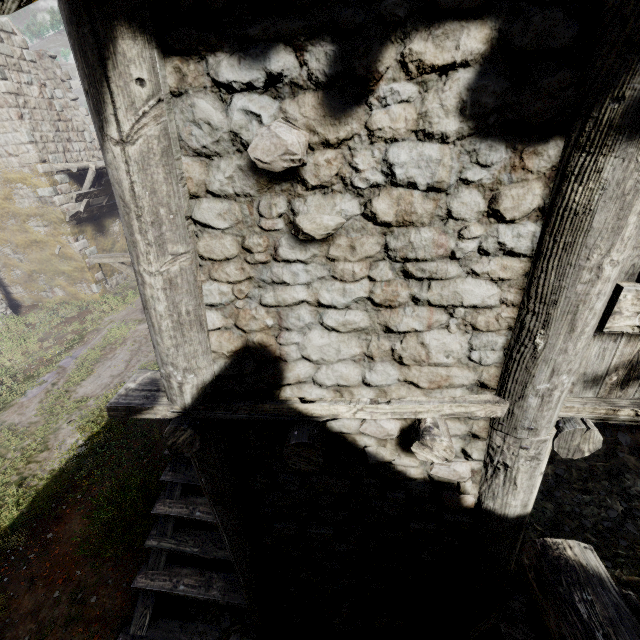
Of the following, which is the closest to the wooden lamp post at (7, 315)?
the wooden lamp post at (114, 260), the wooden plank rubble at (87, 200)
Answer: the wooden plank rubble at (87, 200)

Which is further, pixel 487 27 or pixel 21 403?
pixel 21 403

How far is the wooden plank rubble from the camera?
14.12m

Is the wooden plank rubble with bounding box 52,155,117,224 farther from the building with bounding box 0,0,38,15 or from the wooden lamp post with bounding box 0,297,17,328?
the wooden lamp post with bounding box 0,297,17,328

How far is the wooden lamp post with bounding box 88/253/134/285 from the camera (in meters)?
8.41

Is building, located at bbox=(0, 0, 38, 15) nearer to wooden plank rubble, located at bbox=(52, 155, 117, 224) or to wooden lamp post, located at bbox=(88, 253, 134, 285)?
wooden plank rubble, located at bbox=(52, 155, 117, 224)

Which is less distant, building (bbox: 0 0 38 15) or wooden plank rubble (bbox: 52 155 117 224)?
building (bbox: 0 0 38 15)

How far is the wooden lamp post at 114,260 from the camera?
8.4 meters
